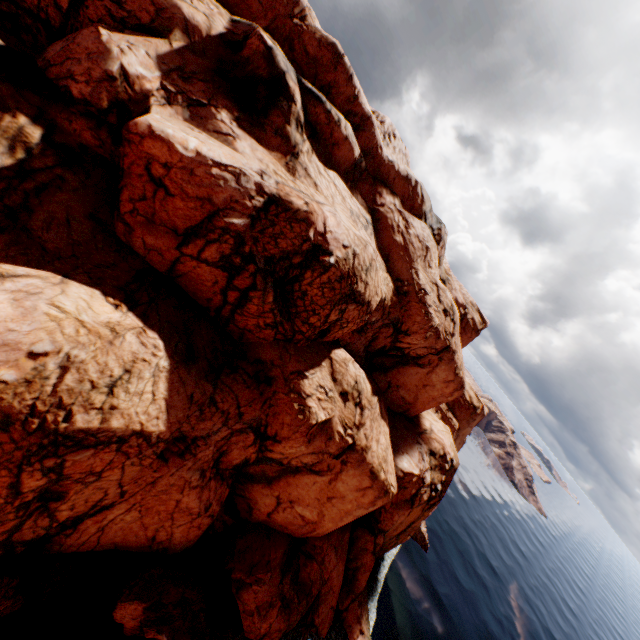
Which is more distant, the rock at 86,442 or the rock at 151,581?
the rock at 151,581

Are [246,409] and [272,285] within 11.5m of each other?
yes

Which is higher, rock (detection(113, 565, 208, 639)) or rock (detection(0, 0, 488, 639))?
rock (detection(0, 0, 488, 639))

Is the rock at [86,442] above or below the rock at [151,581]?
above

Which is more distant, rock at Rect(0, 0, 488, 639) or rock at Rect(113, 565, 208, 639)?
rock at Rect(113, 565, 208, 639)
